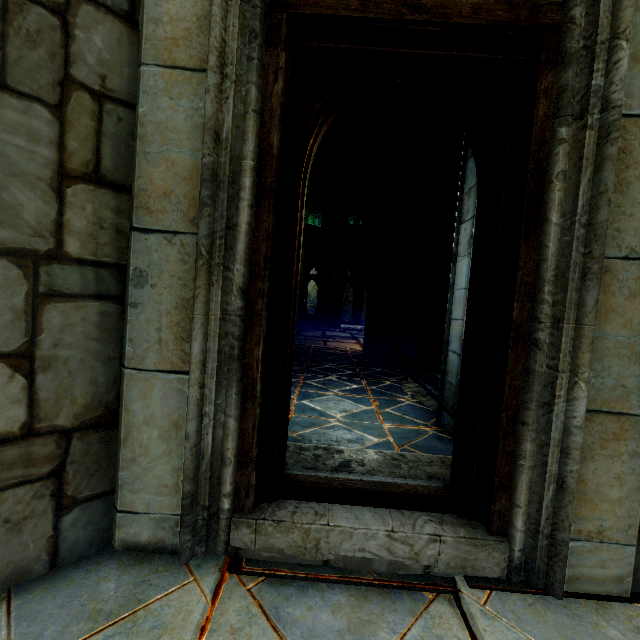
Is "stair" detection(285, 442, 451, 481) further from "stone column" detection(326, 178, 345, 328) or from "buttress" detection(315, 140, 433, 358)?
"stone column" detection(326, 178, 345, 328)

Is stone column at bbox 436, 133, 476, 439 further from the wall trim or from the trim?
the wall trim

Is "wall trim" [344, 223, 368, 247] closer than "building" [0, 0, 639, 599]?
No

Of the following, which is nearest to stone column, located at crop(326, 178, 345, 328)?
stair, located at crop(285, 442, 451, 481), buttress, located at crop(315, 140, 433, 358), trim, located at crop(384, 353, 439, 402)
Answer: buttress, located at crop(315, 140, 433, 358)

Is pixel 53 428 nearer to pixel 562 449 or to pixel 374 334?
pixel 562 449

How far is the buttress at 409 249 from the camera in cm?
857

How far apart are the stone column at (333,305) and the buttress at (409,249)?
8.5m

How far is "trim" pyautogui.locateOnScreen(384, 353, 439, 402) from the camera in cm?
505
